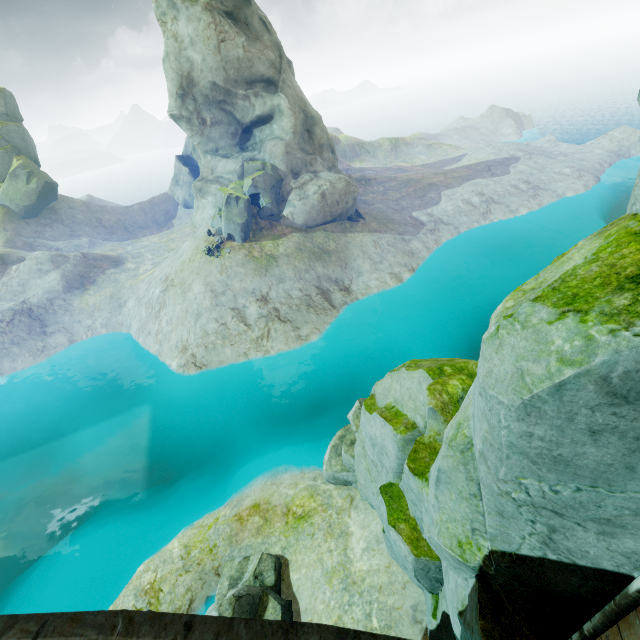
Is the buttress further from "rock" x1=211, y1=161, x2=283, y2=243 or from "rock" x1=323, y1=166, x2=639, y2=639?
"rock" x1=211, y1=161, x2=283, y2=243

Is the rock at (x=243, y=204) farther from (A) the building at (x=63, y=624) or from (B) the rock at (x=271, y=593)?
(A) the building at (x=63, y=624)

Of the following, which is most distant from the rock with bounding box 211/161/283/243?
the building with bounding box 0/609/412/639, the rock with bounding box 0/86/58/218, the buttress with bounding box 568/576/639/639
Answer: the rock with bounding box 0/86/58/218

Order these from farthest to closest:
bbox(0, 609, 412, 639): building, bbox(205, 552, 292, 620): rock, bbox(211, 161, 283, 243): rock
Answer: bbox(211, 161, 283, 243): rock, bbox(205, 552, 292, 620): rock, bbox(0, 609, 412, 639): building

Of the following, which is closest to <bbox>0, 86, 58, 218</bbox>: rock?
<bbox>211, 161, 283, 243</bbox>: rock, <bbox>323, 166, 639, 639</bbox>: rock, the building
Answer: <bbox>211, 161, 283, 243</bbox>: rock

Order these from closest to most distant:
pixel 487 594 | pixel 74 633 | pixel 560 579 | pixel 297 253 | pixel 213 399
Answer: pixel 74 633 → pixel 560 579 → pixel 487 594 → pixel 213 399 → pixel 297 253

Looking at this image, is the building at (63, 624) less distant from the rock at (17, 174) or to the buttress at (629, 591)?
the buttress at (629, 591)

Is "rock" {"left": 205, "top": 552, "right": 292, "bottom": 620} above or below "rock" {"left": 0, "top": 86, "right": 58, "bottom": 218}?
below
